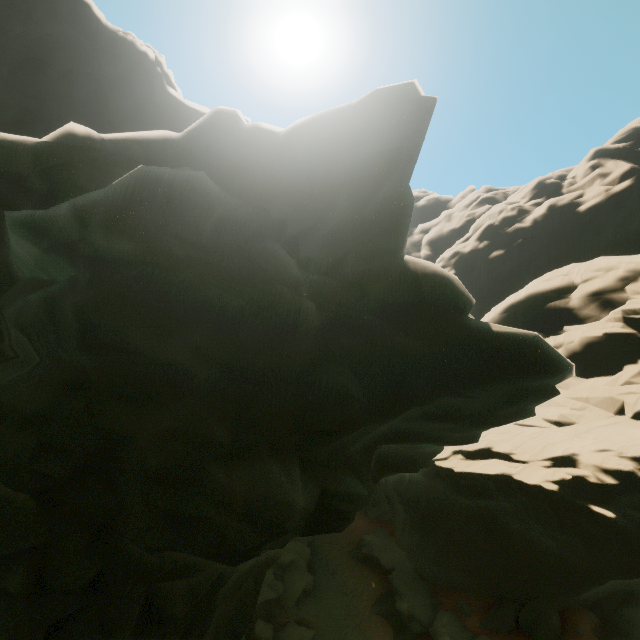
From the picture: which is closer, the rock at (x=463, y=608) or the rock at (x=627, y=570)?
the rock at (x=627, y=570)

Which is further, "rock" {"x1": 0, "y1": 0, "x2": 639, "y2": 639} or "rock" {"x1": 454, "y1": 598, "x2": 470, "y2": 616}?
"rock" {"x1": 454, "y1": 598, "x2": 470, "y2": 616}

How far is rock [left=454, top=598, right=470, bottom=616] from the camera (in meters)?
17.27

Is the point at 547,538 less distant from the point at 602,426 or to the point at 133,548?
the point at 602,426

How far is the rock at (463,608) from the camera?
17.27m

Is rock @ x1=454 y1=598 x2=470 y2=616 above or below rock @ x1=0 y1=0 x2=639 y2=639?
below
